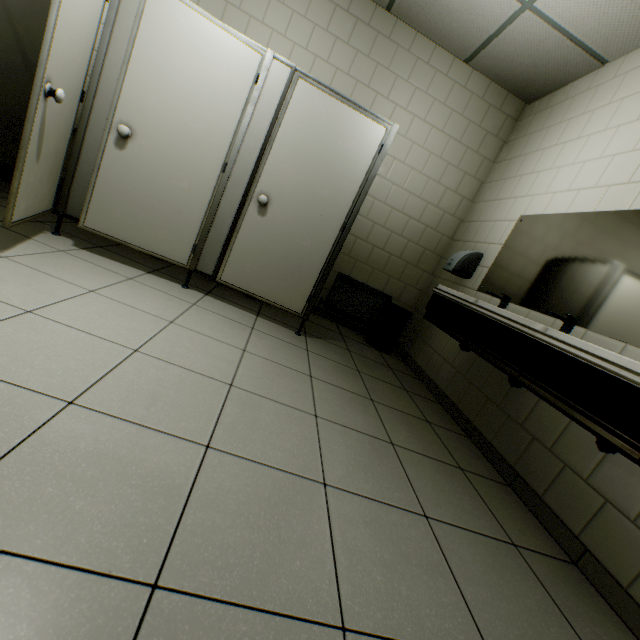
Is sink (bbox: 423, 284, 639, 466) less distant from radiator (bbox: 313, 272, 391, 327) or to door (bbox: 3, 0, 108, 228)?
radiator (bbox: 313, 272, 391, 327)

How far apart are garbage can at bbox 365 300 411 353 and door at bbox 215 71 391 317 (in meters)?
1.26

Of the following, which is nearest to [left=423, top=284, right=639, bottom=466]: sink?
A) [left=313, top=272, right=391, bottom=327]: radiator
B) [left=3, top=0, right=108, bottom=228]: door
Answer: [left=313, top=272, right=391, bottom=327]: radiator

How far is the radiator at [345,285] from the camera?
4.05m

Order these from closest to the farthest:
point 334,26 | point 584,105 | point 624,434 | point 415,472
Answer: point 624,434 < point 415,472 < point 584,105 < point 334,26

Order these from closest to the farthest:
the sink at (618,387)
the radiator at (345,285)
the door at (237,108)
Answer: the sink at (618,387)
the door at (237,108)
the radiator at (345,285)

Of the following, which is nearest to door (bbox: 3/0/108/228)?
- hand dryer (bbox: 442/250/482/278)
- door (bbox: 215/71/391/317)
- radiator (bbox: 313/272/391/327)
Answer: door (bbox: 215/71/391/317)

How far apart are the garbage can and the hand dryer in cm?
63
